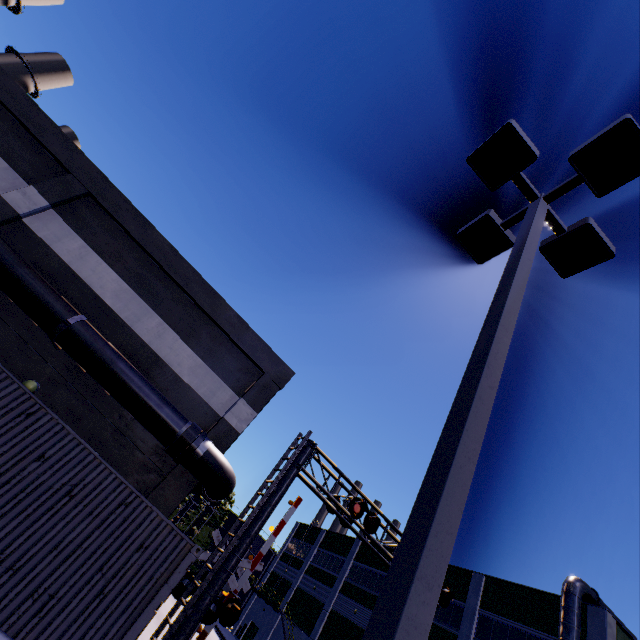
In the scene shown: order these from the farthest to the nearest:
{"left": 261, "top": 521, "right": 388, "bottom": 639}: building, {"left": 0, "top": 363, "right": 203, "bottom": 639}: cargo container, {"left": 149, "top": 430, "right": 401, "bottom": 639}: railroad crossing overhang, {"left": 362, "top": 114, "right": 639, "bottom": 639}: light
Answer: {"left": 261, "top": 521, "right": 388, "bottom": 639}: building → {"left": 149, "top": 430, "right": 401, "bottom": 639}: railroad crossing overhang → {"left": 0, "top": 363, "right": 203, "bottom": 639}: cargo container → {"left": 362, "top": 114, "right": 639, "bottom": 639}: light

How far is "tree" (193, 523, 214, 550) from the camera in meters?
57.1

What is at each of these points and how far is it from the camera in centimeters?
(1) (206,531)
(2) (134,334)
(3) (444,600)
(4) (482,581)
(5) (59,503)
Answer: (1) tree, 5888cm
(2) building, 1183cm
(3) railroad crossing overhang, 1202cm
(4) building, 2481cm
(5) cargo container, 581cm

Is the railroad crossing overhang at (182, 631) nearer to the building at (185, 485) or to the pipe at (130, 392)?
the pipe at (130, 392)

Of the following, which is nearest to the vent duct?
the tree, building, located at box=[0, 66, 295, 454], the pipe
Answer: building, located at box=[0, 66, 295, 454]

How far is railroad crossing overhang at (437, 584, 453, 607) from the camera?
11.9m

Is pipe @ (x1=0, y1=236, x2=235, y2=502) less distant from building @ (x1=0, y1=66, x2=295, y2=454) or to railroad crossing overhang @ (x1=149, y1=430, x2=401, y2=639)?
building @ (x1=0, y1=66, x2=295, y2=454)

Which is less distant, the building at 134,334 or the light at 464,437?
the light at 464,437
